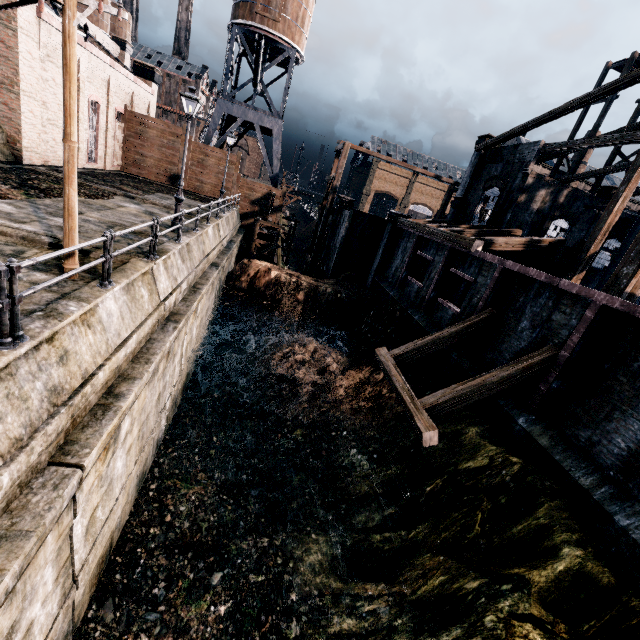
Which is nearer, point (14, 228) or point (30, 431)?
point (30, 431)

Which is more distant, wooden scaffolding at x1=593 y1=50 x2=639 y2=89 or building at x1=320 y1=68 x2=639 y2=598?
wooden scaffolding at x1=593 y1=50 x2=639 y2=89

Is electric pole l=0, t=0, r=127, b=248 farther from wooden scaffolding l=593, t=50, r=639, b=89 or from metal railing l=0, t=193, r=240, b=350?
wooden scaffolding l=593, t=50, r=639, b=89

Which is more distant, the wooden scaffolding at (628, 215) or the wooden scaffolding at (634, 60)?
the wooden scaffolding at (634, 60)

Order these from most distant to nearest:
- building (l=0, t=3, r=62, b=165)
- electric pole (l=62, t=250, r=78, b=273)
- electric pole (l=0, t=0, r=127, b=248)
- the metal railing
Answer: building (l=0, t=3, r=62, b=165)
electric pole (l=62, t=250, r=78, b=273)
electric pole (l=0, t=0, r=127, b=248)
the metal railing

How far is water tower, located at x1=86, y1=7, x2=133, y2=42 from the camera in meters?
49.8 m

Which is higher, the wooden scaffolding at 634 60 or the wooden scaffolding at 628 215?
the wooden scaffolding at 634 60

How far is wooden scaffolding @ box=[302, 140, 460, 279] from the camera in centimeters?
2880cm
